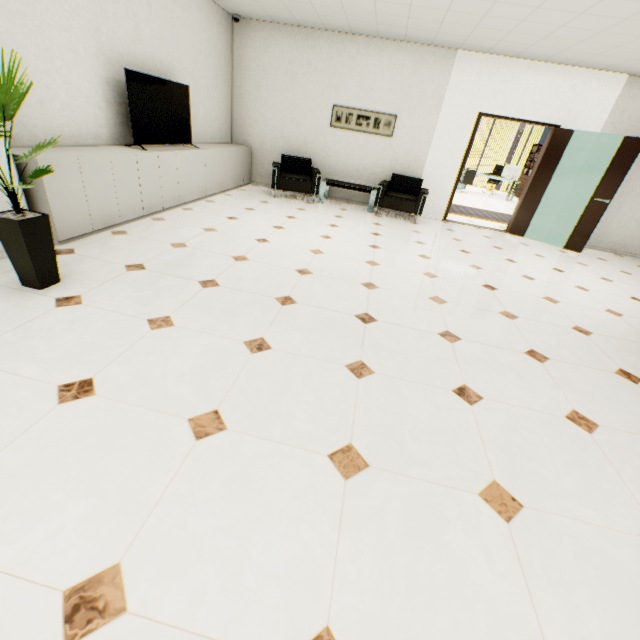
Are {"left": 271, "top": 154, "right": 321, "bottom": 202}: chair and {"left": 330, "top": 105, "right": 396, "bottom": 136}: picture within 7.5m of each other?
yes

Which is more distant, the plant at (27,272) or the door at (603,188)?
the door at (603,188)

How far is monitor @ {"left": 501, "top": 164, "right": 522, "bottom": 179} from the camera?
12.5 meters

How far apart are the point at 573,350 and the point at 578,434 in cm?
126

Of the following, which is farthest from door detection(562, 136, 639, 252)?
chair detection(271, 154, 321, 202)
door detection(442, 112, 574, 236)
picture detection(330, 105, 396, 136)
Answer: chair detection(271, 154, 321, 202)

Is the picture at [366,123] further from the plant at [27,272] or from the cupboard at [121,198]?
the plant at [27,272]

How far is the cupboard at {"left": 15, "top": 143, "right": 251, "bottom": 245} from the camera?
3.1m

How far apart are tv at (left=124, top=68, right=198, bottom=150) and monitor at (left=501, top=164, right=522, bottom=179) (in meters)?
12.27
